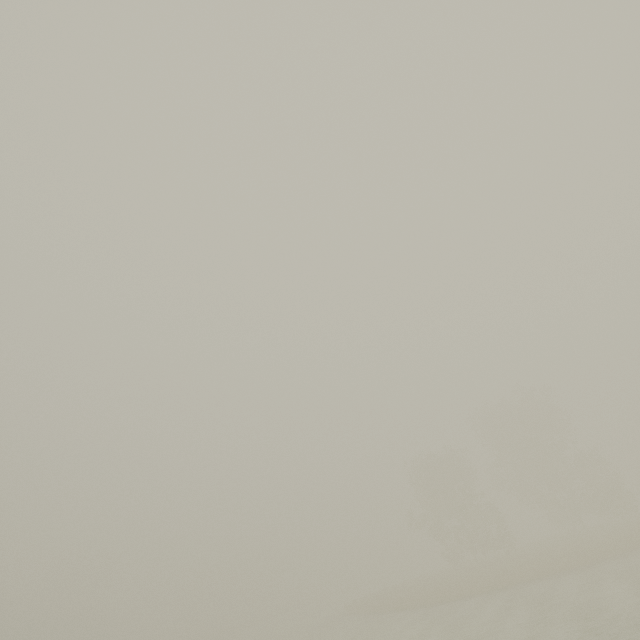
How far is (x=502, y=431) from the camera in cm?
4197
